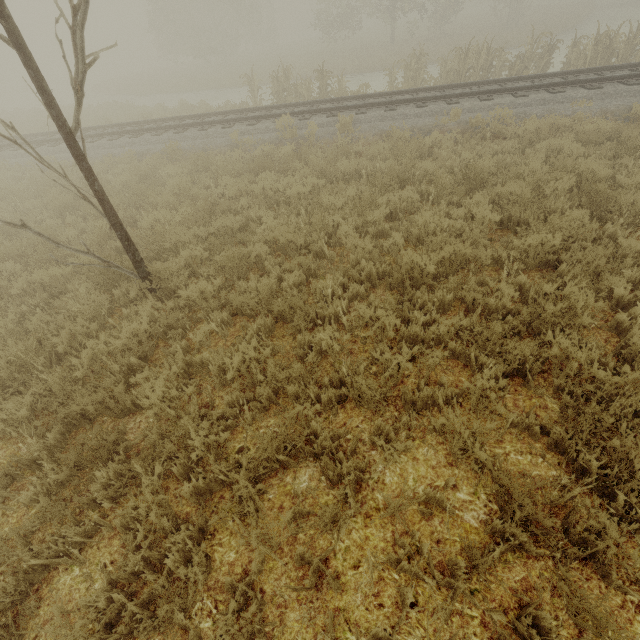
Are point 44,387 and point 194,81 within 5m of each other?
no

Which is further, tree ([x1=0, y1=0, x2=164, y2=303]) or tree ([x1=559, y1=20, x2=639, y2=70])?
tree ([x1=559, y1=20, x2=639, y2=70])

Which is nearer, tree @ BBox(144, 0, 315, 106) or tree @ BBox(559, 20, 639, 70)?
tree @ BBox(559, 20, 639, 70)

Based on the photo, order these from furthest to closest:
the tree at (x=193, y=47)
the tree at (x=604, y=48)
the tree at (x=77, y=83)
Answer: the tree at (x=193, y=47), the tree at (x=604, y=48), the tree at (x=77, y=83)

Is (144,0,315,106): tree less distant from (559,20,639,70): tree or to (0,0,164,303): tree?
(559,20,639,70): tree

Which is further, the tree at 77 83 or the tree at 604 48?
the tree at 604 48
